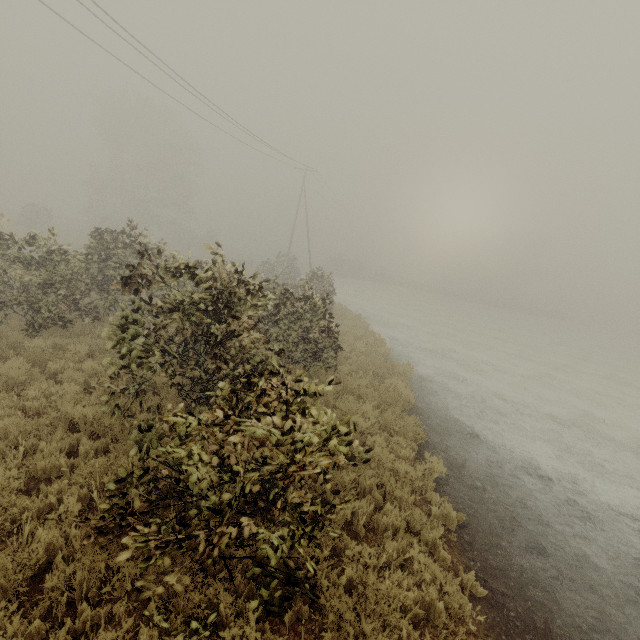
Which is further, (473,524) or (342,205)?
(342,205)
